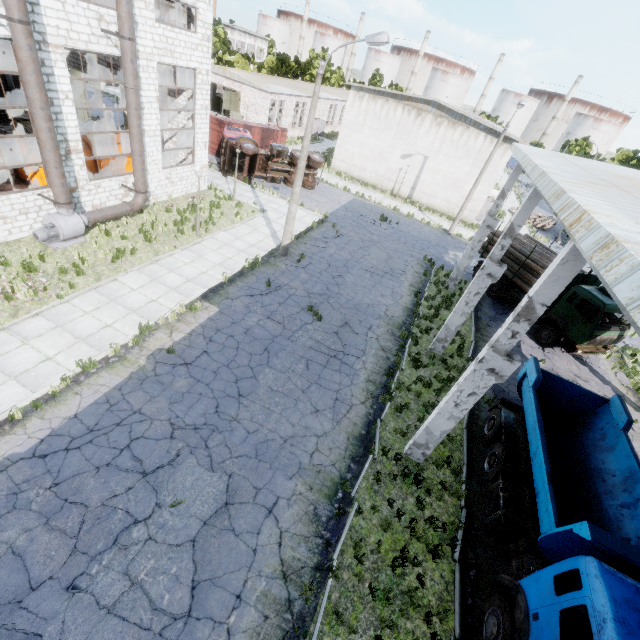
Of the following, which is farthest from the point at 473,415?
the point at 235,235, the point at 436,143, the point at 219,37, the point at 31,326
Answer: the point at 219,37

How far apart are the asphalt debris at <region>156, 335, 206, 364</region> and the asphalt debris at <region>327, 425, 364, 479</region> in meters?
5.0 m

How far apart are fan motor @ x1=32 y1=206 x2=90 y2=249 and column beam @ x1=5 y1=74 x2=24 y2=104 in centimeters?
2021cm

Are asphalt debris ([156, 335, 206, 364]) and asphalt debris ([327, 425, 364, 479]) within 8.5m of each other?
yes

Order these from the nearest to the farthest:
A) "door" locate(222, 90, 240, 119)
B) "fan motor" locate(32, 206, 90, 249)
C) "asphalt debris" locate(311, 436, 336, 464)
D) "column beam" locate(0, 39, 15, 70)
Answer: "asphalt debris" locate(311, 436, 336, 464), "fan motor" locate(32, 206, 90, 249), "column beam" locate(0, 39, 15, 70), "door" locate(222, 90, 240, 119)

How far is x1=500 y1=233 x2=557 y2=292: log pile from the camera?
18.0 meters

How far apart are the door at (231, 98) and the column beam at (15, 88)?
17.3m

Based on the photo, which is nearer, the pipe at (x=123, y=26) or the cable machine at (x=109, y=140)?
the pipe at (x=123, y=26)
